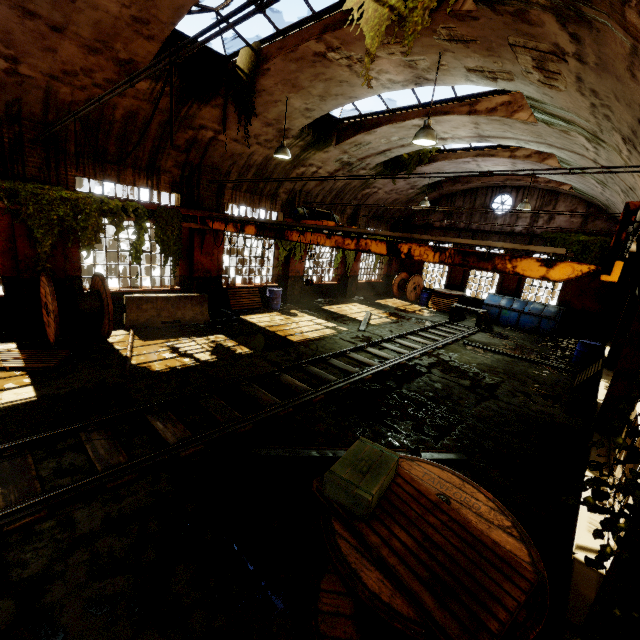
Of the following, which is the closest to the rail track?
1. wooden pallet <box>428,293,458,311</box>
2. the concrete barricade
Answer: wooden pallet <box>428,293,458,311</box>

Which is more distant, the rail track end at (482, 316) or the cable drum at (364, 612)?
the rail track end at (482, 316)

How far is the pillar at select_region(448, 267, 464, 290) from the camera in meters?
20.8 m

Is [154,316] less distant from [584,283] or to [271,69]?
[271,69]

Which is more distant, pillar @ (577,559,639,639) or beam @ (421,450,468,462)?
beam @ (421,450,468,462)

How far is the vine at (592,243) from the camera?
15.97m

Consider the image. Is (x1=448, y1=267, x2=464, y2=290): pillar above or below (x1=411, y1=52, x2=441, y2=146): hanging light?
below

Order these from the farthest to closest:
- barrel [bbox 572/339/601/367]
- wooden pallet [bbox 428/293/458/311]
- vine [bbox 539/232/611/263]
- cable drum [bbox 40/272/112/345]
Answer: wooden pallet [bbox 428/293/458/311], vine [bbox 539/232/611/263], barrel [bbox 572/339/601/367], cable drum [bbox 40/272/112/345]
